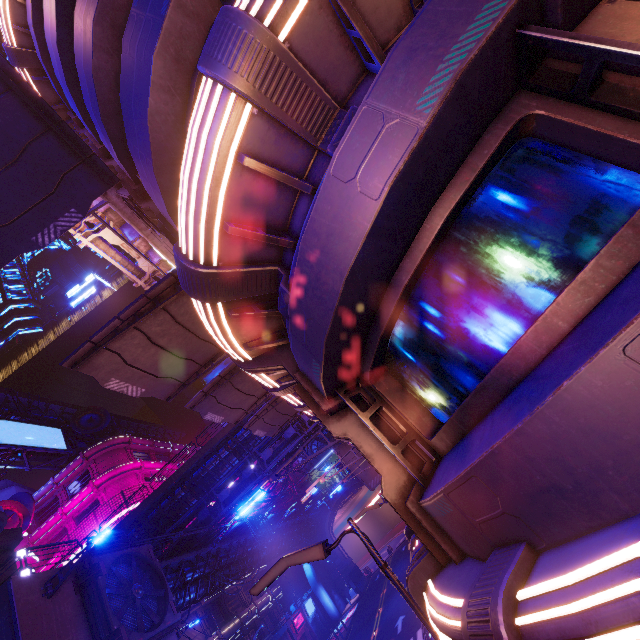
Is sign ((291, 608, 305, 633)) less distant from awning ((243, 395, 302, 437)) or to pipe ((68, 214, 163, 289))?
pipe ((68, 214, 163, 289))

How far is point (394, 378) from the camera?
4.3 meters

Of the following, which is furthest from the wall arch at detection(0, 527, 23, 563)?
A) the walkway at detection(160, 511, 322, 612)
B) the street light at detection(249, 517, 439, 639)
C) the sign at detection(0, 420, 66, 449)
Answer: the sign at detection(0, 420, 66, 449)

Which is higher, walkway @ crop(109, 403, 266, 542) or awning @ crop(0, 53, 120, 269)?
walkway @ crop(109, 403, 266, 542)

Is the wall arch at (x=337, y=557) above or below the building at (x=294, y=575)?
below

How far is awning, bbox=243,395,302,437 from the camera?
16.7m

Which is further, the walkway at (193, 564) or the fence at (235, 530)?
the fence at (235, 530)

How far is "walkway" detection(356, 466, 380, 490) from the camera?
31.23m
